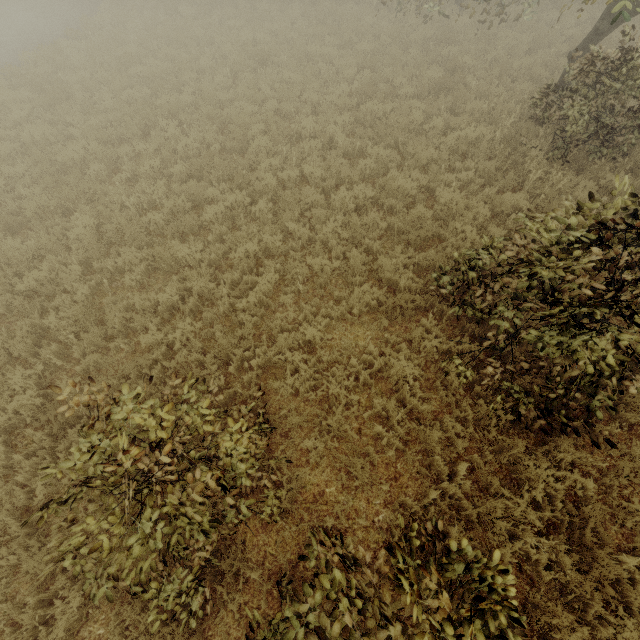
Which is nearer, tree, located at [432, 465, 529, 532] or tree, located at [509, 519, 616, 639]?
tree, located at [509, 519, 616, 639]

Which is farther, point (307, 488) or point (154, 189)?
point (154, 189)

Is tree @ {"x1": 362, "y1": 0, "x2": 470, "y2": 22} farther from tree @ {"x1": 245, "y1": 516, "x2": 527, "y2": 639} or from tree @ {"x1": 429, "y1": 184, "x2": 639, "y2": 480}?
tree @ {"x1": 245, "y1": 516, "x2": 527, "y2": 639}

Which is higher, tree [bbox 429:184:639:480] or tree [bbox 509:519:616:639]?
tree [bbox 429:184:639:480]

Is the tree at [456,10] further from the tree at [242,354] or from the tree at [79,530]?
the tree at [79,530]

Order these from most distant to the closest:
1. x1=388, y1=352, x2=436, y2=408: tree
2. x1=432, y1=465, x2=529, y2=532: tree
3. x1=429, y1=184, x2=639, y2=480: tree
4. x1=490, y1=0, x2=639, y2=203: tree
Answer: x1=490, y1=0, x2=639, y2=203: tree < x1=388, y1=352, x2=436, y2=408: tree < x1=432, y1=465, x2=529, y2=532: tree < x1=429, y1=184, x2=639, y2=480: tree

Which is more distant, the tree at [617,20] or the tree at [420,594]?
the tree at [617,20]
